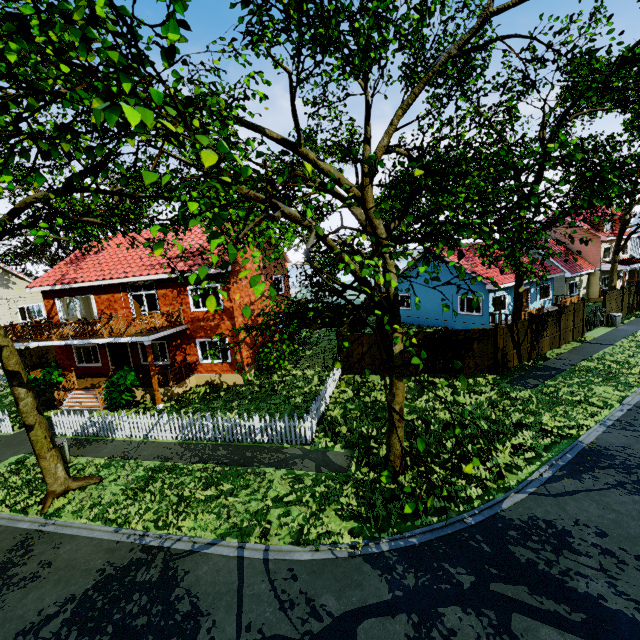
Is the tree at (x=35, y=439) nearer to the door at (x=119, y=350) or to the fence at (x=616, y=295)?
the fence at (x=616, y=295)

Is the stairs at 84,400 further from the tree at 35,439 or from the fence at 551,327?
the tree at 35,439

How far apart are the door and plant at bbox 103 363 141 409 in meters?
4.2 m

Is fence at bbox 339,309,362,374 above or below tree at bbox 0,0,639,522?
below

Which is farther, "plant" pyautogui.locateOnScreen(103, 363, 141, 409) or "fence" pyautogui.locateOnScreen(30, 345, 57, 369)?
"fence" pyautogui.locateOnScreen(30, 345, 57, 369)

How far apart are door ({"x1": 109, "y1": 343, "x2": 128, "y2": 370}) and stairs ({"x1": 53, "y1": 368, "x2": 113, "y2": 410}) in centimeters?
205cm

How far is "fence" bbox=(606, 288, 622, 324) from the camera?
23.38m

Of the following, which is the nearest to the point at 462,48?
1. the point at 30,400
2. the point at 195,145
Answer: the point at 195,145
